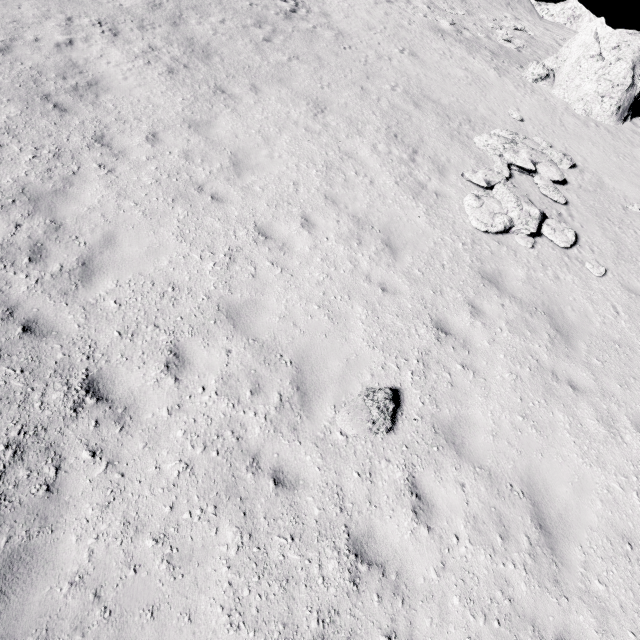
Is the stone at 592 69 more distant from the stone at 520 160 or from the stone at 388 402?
the stone at 388 402

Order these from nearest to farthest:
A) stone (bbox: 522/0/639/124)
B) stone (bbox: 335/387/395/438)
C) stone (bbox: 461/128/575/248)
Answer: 1. stone (bbox: 335/387/395/438)
2. stone (bbox: 461/128/575/248)
3. stone (bbox: 522/0/639/124)

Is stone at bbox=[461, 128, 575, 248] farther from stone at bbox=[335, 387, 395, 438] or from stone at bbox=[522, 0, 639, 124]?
stone at bbox=[522, 0, 639, 124]

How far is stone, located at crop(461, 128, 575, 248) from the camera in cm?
849

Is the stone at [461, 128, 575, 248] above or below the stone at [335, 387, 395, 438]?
above

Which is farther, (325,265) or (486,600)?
(325,265)

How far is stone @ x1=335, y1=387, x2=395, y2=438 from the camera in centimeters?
493cm

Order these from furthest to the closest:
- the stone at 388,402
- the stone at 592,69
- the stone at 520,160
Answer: the stone at 592,69 → the stone at 520,160 → the stone at 388,402
